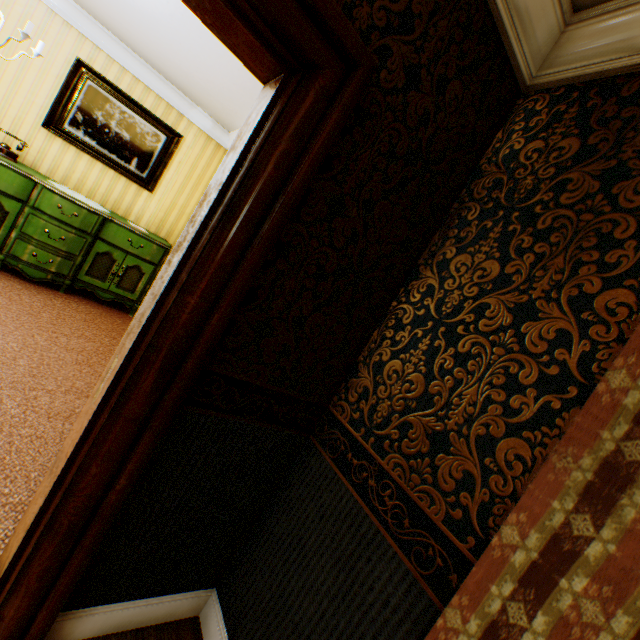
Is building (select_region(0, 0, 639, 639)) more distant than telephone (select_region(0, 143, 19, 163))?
No

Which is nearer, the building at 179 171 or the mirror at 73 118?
the building at 179 171

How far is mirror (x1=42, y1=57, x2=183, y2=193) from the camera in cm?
416

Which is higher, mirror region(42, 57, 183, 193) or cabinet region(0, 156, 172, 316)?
mirror region(42, 57, 183, 193)

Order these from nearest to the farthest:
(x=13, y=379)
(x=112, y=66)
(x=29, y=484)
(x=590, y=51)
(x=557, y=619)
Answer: (x=557, y=619) < (x=590, y=51) < (x=29, y=484) < (x=13, y=379) < (x=112, y=66)

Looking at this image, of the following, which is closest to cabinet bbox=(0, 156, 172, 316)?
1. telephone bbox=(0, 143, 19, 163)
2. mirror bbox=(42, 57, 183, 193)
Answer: telephone bbox=(0, 143, 19, 163)

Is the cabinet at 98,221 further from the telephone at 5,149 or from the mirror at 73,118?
the mirror at 73,118

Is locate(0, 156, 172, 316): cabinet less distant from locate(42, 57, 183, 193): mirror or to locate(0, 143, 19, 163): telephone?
locate(0, 143, 19, 163): telephone
